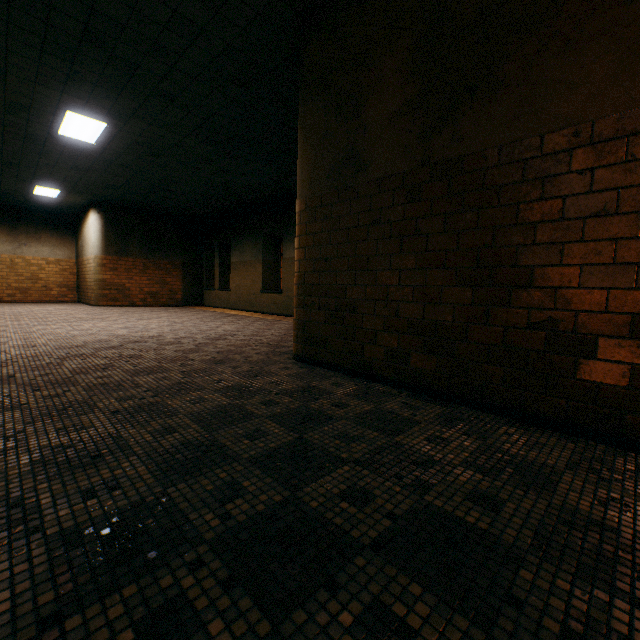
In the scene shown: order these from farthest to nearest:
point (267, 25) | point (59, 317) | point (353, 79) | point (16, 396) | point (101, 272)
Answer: point (101, 272), point (59, 317), point (267, 25), point (353, 79), point (16, 396)

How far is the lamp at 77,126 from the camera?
6.0m

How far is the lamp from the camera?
6.0 meters
